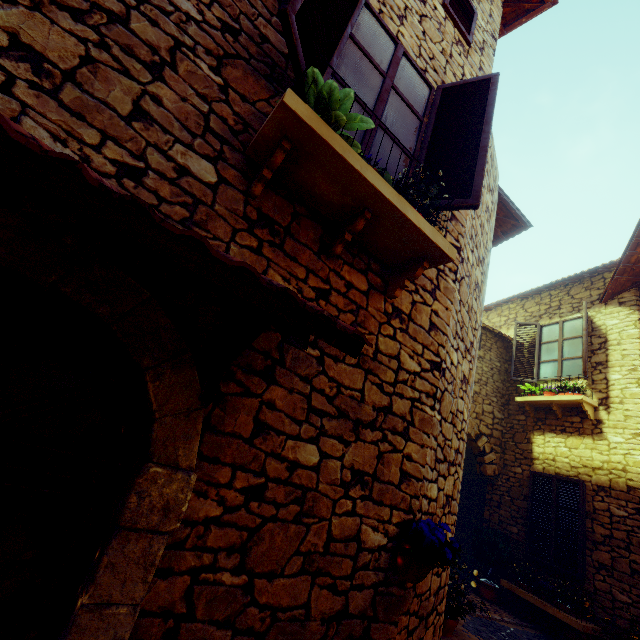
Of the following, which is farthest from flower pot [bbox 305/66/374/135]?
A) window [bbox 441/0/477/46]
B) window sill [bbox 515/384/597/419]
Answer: window sill [bbox 515/384/597/419]

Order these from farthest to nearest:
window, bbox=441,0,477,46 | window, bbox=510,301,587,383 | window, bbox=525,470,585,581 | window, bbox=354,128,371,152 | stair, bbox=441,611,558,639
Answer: window, bbox=510,301,587,383
window, bbox=525,470,585,581
stair, bbox=441,611,558,639
window, bbox=441,0,477,46
window, bbox=354,128,371,152

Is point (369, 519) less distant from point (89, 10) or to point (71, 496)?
point (71, 496)

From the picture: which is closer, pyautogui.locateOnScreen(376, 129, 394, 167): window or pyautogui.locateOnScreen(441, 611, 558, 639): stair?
pyautogui.locateOnScreen(376, 129, 394, 167): window

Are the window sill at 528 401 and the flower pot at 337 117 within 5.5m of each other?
no

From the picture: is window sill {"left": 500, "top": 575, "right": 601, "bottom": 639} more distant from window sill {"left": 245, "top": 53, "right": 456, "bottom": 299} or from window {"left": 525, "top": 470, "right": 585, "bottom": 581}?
window sill {"left": 245, "top": 53, "right": 456, "bottom": 299}

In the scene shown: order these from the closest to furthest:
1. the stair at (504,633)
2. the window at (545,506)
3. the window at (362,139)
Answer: the window at (362,139)
the stair at (504,633)
the window at (545,506)

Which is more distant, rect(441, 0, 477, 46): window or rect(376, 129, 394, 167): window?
rect(441, 0, 477, 46): window
